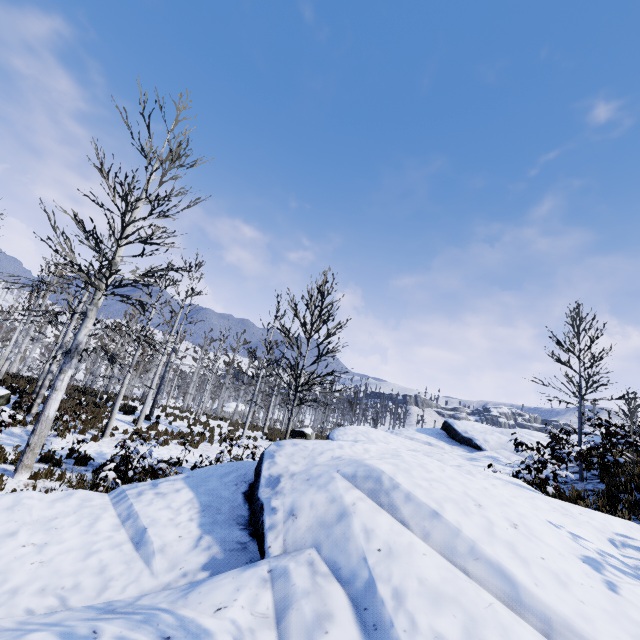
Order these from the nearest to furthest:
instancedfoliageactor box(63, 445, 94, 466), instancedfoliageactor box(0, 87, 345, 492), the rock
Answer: the rock, instancedfoliageactor box(0, 87, 345, 492), instancedfoliageactor box(63, 445, 94, 466)

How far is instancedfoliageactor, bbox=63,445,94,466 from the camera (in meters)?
9.81

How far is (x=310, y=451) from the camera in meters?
5.2

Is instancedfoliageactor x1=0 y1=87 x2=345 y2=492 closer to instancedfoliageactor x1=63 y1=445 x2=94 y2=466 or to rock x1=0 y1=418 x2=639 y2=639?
instancedfoliageactor x1=63 y1=445 x2=94 y2=466

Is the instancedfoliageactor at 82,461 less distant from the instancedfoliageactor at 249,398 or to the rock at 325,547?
the instancedfoliageactor at 249,398

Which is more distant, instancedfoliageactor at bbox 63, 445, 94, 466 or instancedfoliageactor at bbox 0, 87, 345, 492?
instancedfoliageactor at bbox 63, 445, 94, 466

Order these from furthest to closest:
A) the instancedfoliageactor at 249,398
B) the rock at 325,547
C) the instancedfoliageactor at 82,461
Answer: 1. the instancedfoliageactor at 82,461
2. the instancedfoliageactor at 249,398
3. the rock at 325,547

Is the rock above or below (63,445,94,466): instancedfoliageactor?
above
